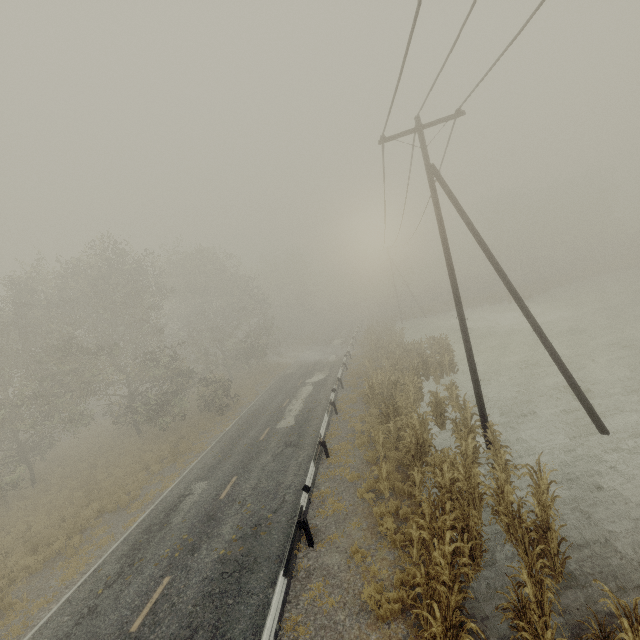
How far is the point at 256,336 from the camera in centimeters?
3653cm

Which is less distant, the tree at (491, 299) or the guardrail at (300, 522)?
the guardrail at (300, 522)

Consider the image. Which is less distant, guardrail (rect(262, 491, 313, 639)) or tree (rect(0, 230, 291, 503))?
guardrail (rect(262, 491, 313, 639))

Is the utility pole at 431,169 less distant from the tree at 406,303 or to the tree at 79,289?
the tree at 79,289

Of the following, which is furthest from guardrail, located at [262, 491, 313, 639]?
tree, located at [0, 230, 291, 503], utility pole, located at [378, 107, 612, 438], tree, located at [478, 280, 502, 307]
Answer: tree, located at [0, 230, 291, 503]

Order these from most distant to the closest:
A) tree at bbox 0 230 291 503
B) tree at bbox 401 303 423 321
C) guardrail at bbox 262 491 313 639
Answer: tree at bbox 401 303 423 321
tree at bbox 0 230 291 503
guardrail at bbox 262 491 313 639

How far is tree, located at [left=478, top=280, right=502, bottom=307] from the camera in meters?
44.0 m
